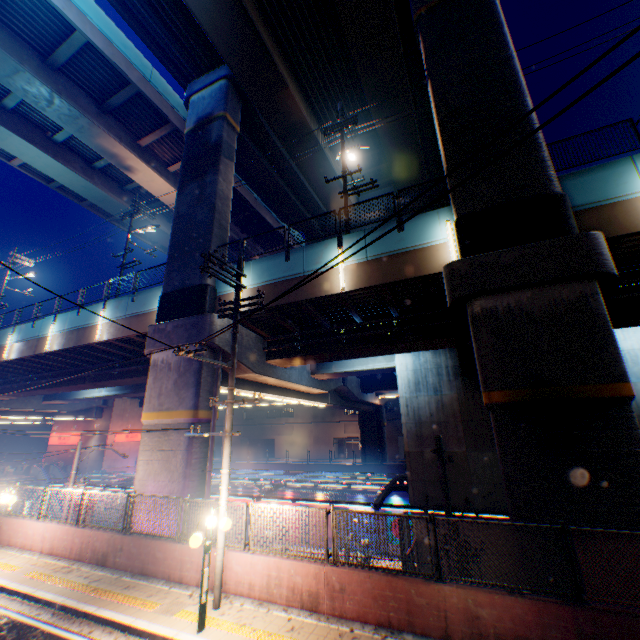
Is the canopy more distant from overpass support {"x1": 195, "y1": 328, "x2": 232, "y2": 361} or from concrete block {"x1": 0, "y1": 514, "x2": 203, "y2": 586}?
concrete block {"x1": 0, "y1": 514, "x2": 203, "y2": 586}

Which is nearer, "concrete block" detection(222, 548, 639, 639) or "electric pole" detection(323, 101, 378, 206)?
"concrete block" detection(222, 548, 639, 639)

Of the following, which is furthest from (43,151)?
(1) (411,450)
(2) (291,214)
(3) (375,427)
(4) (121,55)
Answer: (3) (375,427)

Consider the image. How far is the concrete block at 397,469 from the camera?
29.2 meters

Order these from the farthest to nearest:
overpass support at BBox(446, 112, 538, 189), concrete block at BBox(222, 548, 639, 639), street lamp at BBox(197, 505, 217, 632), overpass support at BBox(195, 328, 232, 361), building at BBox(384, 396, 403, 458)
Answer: building at BBox(384, 396, 403, 458) < overpass support at BBox(195, 328, 232, 361) < overpass support at BBox(446, 112, 538, 189) < street lamp at BBox(197, 505, 217, 632) < concrete block at BBox(222, 548, 639, 639)

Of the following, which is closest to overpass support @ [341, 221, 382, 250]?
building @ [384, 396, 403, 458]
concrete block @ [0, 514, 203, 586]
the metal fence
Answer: the metal fence

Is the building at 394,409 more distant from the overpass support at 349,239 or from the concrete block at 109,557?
the concrete block at 109,557

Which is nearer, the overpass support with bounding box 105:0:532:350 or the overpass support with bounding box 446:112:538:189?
the overpass support with bounding box 446:112:538:189
